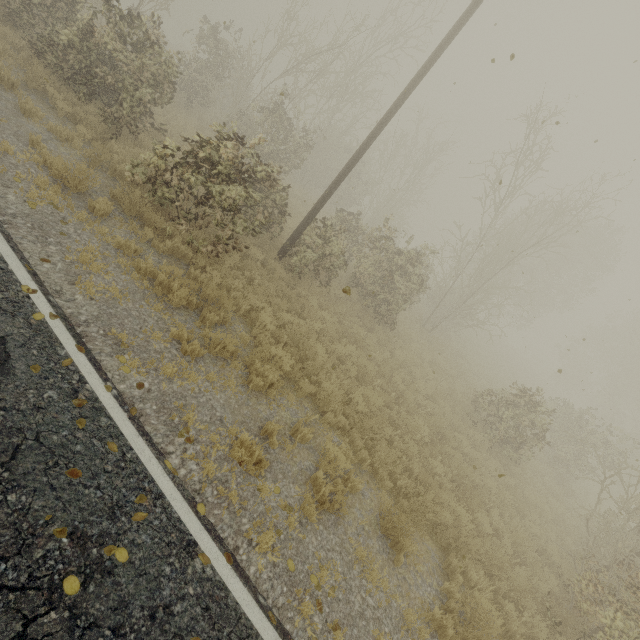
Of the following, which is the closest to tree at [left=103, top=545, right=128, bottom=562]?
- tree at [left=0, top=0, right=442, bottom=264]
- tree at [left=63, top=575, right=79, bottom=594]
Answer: tree at [left=63, top=575, right=79, bottom=594]

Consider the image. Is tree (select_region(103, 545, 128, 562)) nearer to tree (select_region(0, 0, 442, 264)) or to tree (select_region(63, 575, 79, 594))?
tree (select_region(63, 575, 79, 594))

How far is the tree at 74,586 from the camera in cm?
274

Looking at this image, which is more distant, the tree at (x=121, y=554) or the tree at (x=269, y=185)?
the tree at (x=269, y=185)

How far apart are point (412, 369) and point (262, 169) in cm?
878

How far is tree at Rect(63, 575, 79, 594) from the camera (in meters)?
2.74
